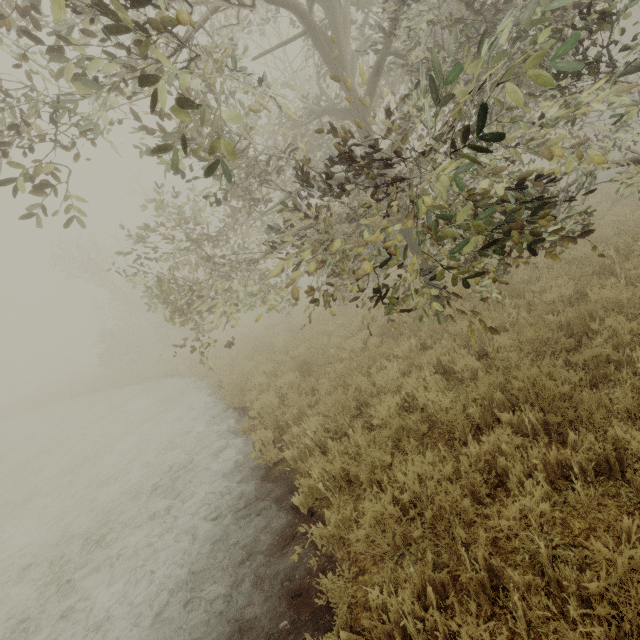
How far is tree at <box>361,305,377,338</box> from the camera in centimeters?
458cm

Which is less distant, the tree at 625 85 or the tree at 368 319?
the tree at 625 85

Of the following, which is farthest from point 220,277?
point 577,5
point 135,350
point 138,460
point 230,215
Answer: point 135,350

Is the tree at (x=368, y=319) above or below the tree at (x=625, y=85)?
below

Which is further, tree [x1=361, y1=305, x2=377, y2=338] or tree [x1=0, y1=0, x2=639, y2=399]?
tree [x1=361, y1=305, x2=377, y2=338]

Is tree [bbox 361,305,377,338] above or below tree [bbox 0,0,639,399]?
below
